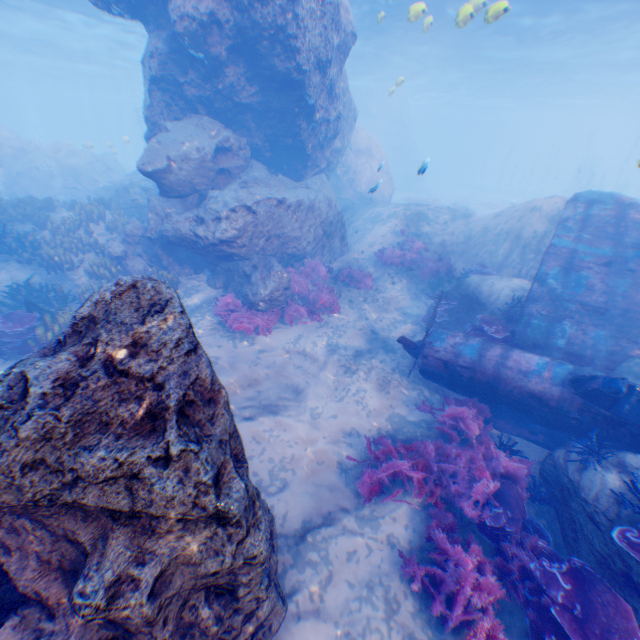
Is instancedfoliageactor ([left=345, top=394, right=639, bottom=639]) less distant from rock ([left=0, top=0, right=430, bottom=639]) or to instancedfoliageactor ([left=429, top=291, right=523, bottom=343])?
rock ([left=0, top=0, right=430, bottom=639])

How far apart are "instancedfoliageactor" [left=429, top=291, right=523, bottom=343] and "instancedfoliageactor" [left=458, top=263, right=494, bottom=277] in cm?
249

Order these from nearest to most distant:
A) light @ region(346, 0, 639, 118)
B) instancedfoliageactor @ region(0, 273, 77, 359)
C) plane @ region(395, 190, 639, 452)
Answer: plane @ region(395, 190, 639, 452)
instancedfoliageactor @ region(0, 273, 77, 359)
light @ region(346, 0, 639, 118)

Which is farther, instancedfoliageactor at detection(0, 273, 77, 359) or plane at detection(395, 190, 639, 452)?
instancedfoliageactor at detection(0, 273, 77, 359)

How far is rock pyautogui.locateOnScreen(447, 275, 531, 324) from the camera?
10.0 meters

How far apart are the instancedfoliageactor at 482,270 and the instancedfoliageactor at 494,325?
2.5 meters

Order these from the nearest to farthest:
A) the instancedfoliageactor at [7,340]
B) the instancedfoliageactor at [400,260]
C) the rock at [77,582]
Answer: the rock at [77,582], the instancedfoliageactor at [7,340], the instancedfoliageactor at [400,260]

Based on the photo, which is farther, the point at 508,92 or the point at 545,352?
the point at 508,92
